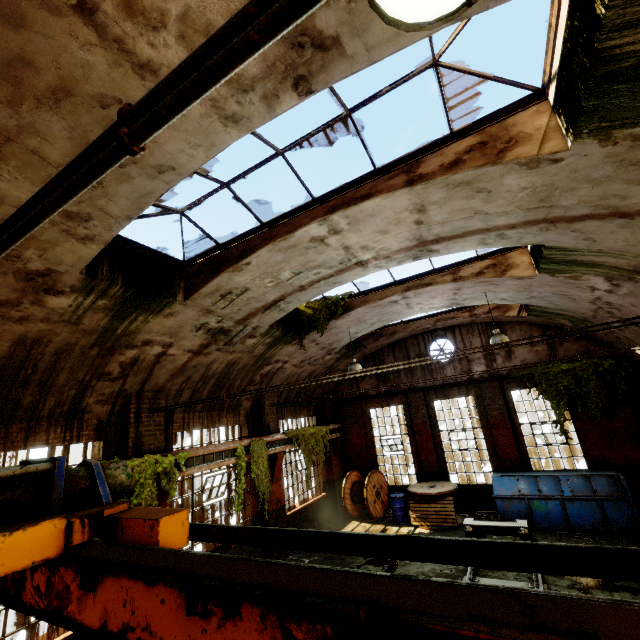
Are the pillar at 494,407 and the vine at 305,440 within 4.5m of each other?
no

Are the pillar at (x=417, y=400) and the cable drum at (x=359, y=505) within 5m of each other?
yes

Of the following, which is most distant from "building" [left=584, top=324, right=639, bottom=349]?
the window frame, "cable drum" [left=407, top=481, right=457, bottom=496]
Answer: "cable drum" [left=407, top=481, right=457, bottom=496]

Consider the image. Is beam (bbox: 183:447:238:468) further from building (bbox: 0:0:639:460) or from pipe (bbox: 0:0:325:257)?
pipe (bbox: 0:0:325:257)

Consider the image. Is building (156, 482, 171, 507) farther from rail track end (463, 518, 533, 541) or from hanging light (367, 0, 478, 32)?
rail track end (463, 518, 533, 541)

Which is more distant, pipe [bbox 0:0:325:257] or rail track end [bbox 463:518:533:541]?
rail track end [bbox 463:518:533:541]

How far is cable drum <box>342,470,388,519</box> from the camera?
13.5m

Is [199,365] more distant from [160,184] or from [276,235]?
[160,184]
